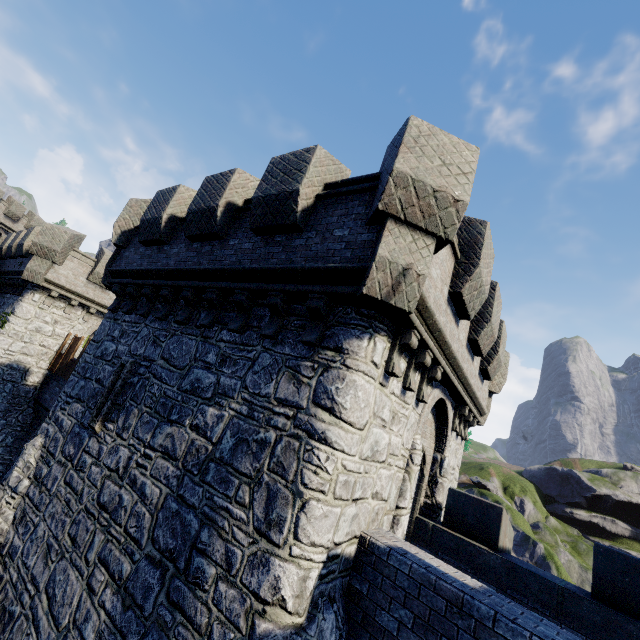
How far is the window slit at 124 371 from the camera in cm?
786

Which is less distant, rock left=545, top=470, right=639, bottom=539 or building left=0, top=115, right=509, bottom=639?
building left=0, top=115, right=509, bottom=639

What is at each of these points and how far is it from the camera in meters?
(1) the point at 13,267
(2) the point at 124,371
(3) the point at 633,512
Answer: (1) building, 18.8
(2) window slit, 8.2
(3) rock, 54.9

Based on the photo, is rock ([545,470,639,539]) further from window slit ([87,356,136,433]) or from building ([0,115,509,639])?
window slit ([87,356,136,433])

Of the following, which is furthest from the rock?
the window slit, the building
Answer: the window slit

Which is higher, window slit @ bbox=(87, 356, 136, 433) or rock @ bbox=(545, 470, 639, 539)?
rock @ bbox=(545, 470, 639, 539)

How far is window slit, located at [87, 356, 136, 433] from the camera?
7.9 meters

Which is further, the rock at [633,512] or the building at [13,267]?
the rock at [633,512]
